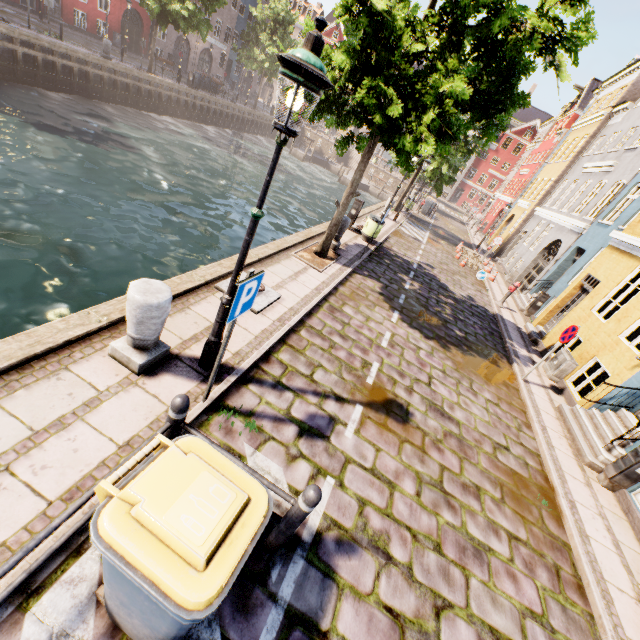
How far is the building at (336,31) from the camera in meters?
53.7

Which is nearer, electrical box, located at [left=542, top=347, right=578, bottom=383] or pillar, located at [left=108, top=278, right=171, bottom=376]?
pillar, located at [left=108, top=278, right=171, bottom=376]

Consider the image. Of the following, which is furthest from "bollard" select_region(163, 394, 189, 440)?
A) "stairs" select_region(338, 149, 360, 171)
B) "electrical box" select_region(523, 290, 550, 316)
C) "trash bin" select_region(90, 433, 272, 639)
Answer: "stairs" select_region(338, 149, 360, 171)

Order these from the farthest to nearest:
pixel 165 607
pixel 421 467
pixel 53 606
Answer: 1. pixel 421 467
2. pixel 53 606
3. pixel 165 607

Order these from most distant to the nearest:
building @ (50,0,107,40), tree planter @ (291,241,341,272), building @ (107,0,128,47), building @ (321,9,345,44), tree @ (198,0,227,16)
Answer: building @ (321,9,345,44) → building @ (107,0,128,47) → building @ (50,0,107,40) → tree @ (198,0,227,16) → tree planter @ (291,241,341,272)

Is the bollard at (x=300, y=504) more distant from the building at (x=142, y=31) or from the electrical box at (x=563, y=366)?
the building at (x=142, y=31)

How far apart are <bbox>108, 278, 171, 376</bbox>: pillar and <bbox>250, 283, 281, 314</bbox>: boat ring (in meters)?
1.93

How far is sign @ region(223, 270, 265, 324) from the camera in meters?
3.0
